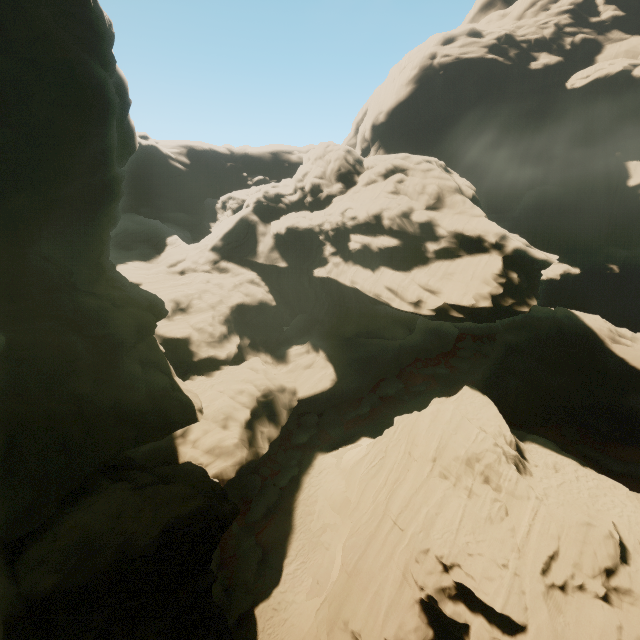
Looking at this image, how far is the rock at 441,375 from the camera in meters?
42.1 m

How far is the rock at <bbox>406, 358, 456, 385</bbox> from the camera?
42.1 meters

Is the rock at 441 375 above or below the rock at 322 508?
above

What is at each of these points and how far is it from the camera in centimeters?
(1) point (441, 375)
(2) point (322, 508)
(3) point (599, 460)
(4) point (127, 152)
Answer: (1) rock, 4309cm
(2) rock, 2312cm
(3) rock, 2658cm
(4) rock, 2461cm

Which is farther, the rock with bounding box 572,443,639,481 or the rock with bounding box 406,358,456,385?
the rock with bounding box 406,358,456,385

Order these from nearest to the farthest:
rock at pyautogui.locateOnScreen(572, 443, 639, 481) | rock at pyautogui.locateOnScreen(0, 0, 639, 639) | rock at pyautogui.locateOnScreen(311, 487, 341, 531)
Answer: rock at pyautogui.locateOnScreen(0, 0, 639, 639) → rock at pyautogui.locateOnScreen(311, 487, 341, 531) → rock at pyautogui.locateOnScreen(572, 443, 639, 481)
